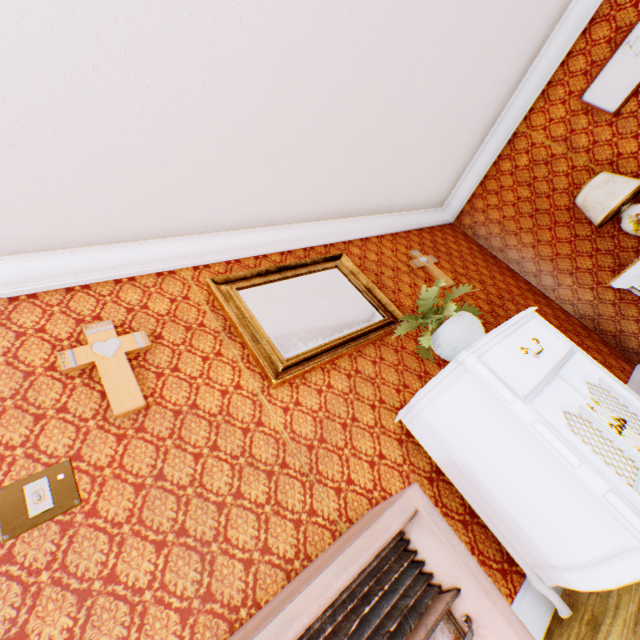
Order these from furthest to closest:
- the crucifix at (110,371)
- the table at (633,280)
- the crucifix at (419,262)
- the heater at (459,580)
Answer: the crucifix at (419,262) < the table at (633,280) < the crucifix at (110,371) < the heater at (459,580)

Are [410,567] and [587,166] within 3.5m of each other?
no

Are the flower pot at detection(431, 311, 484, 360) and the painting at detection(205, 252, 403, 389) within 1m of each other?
yes

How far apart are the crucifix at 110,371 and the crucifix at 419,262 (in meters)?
2.71

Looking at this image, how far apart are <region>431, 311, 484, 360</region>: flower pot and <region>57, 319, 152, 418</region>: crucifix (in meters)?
1.76

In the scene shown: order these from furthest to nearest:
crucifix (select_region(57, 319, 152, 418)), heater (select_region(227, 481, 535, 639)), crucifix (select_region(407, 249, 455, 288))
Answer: crucifix (select_region(407, 249, 455, 288)) < crucifix (select_region(57, 319, 152, 418)) < heater (select_region(227, 481, 535, 639))

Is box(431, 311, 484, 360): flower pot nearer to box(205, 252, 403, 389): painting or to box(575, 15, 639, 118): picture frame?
box(205, 252, 403, 389): painting

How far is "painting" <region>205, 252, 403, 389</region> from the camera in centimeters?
216cm
